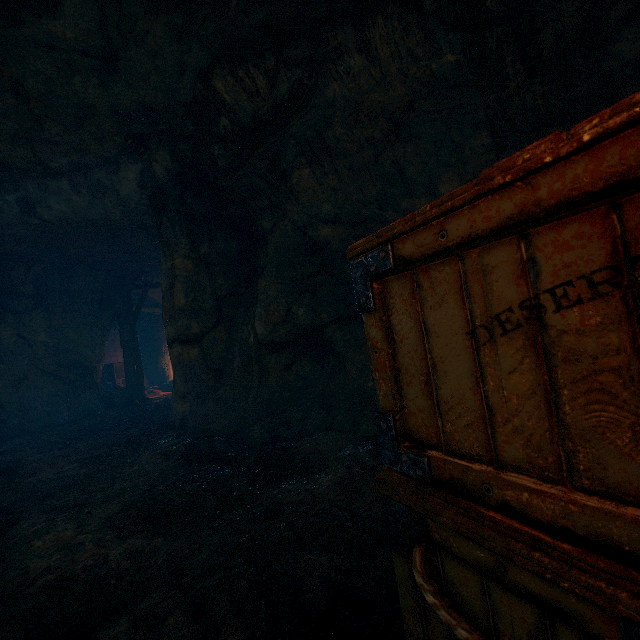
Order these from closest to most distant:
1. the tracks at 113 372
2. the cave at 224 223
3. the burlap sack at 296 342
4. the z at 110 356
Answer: the burlap sack at 296 342
the cave at 224 223
the tracks at 113 372
the z at 110 356

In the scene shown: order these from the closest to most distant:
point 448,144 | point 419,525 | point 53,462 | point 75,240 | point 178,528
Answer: point 419,525
point 178,528
point 448,144
point 53,462
point 75,240

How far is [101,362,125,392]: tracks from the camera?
13.5m

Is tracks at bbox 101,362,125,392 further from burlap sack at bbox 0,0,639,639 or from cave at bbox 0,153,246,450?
burlap sack at bbox 0,0,639,639

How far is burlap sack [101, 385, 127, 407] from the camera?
11.1m

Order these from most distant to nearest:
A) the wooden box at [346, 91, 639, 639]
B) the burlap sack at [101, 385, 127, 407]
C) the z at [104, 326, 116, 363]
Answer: the z at [104, 326, 116, 363] < the burlap sack at [101, 385, 127, 407] < the wooden box at [346, 91, 639, 639]

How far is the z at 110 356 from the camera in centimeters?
1700cm

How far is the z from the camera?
17.0m
